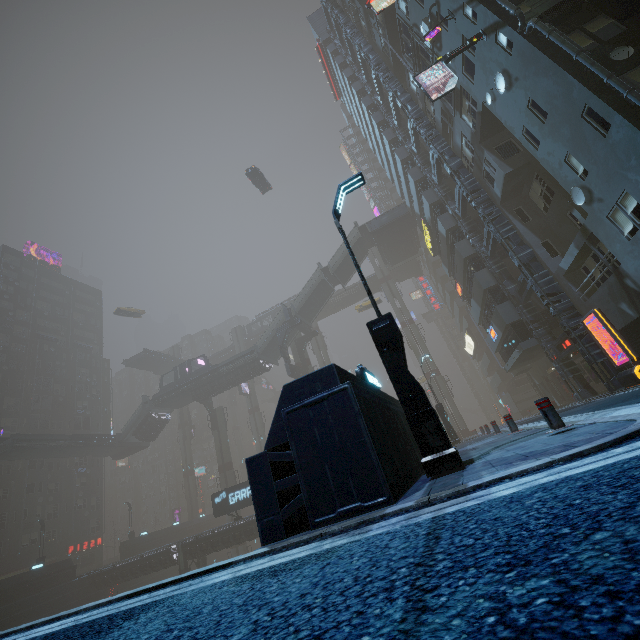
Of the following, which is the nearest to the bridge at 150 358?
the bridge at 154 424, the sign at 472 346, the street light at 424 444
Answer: the bridge at 154 424

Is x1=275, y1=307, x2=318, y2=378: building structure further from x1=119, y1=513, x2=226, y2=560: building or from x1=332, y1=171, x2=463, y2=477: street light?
x1=332, y1=171, x2=463, y2=477: street light

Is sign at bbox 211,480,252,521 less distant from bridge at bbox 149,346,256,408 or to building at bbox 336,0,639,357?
building at bbox 336,0,639,357

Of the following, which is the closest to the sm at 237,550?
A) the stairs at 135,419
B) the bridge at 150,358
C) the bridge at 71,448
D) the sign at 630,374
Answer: the bridge at 150,358

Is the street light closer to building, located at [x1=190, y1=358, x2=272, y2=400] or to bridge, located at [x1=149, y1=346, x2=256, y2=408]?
building, located at [x1=190, y1=358, x2=272, y2=400]

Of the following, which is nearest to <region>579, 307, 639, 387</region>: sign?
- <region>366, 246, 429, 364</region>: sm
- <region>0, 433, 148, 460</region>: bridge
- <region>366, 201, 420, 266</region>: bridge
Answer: <region>366, 201, 420, 266</region>: bridge

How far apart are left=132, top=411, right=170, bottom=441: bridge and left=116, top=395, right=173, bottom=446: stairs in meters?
0.0

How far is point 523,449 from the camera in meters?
5.0
